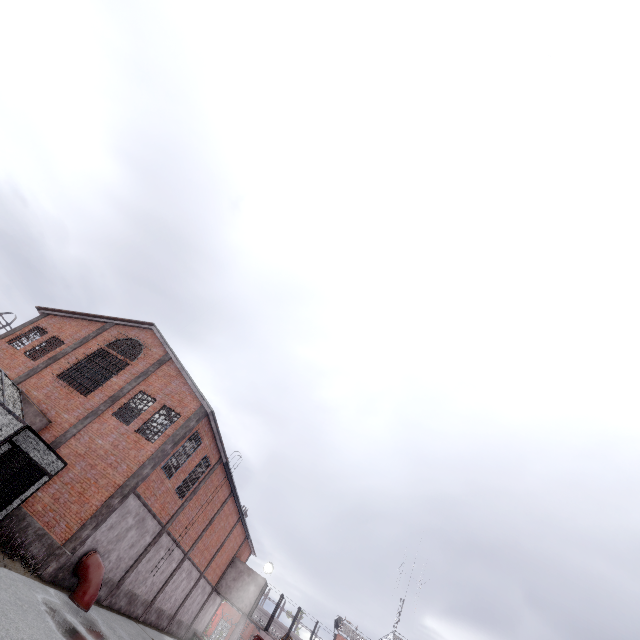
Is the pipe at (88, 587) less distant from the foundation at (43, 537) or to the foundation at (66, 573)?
the foundation at (66, 573)

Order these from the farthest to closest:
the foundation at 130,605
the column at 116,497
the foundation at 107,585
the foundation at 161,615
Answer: the foundation at 161,615 < the foundation at 130,605 < the foundation at 107,585 < the column at 116,497

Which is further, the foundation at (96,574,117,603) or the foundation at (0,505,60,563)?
the foundation at (96,574,117,603)

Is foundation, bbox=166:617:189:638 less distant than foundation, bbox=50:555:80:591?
No

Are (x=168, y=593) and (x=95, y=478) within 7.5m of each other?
no

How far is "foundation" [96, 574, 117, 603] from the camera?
16.12m

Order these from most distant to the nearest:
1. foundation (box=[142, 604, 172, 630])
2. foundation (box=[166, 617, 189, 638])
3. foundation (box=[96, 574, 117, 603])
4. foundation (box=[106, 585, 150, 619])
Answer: foundation (box=[166, 617, 189, 638]), foundation (box=[142, 604, 172, 630]), foundation (box=[106, 585, 150, 619]), foundation (box=[96, 574, 117, 603])

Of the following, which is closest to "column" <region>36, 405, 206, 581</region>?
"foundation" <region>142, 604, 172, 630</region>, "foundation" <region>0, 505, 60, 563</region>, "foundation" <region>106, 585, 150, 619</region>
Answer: "foundation" <region>0, 505, 60, 563</region>
